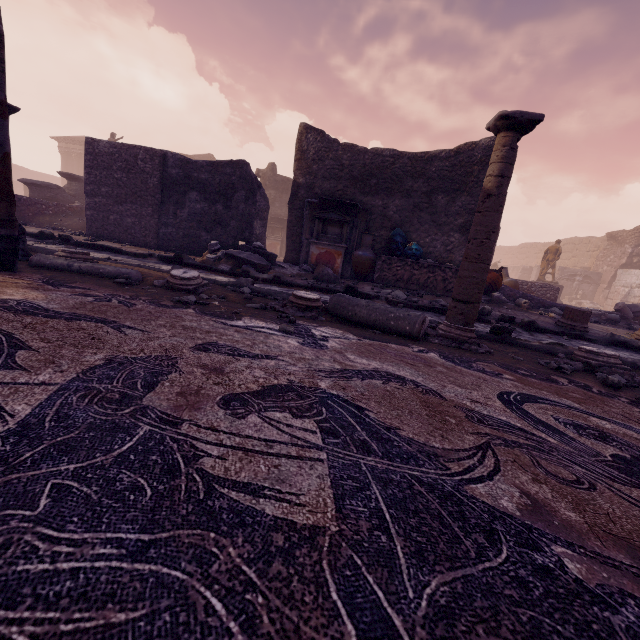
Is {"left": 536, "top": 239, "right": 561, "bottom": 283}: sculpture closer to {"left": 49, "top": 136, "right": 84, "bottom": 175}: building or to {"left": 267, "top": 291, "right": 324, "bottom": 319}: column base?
{"left": 267, "top": 291, "right": 324, "bottom": 319}: column base

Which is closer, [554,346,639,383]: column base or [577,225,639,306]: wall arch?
[554,346,639,383]: column base

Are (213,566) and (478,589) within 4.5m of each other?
yes

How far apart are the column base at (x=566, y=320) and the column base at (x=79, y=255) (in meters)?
8.03

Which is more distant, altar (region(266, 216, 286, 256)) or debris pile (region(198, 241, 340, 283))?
altar (region(266, 216, 286, 256))

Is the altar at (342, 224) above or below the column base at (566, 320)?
above

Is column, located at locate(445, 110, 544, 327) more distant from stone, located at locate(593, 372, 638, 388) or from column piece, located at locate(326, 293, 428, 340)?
stone, located at locate(593, 372, 638, 388)

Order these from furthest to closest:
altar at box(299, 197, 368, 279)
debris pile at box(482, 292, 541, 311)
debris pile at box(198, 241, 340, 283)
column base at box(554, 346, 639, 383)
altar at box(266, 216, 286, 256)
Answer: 1. altar at box(266, 216, 286, 256)
2. altar at box(299, 197, 368, 279)
3. debris pile at box(482, 292, 541, 311)
4. debris pile at box(198, 241, 340, 283)
5. column base at box(554, 346, 639, 383)
